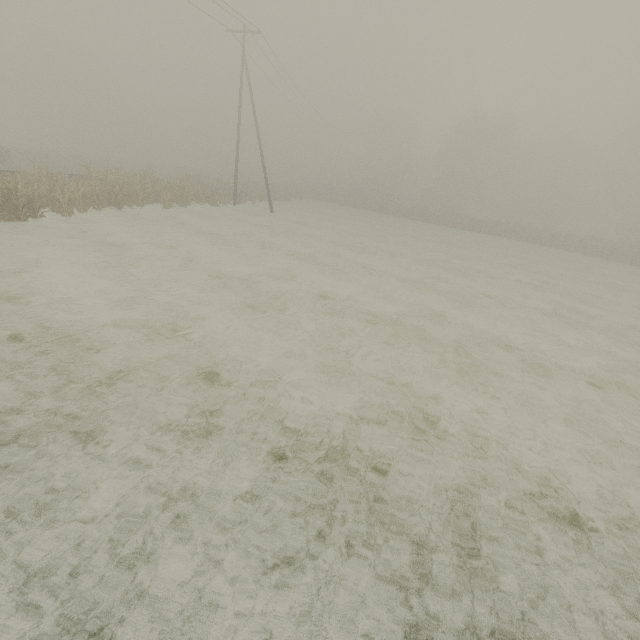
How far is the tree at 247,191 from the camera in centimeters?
3013cm

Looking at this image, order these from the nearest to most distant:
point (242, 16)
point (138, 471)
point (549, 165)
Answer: point (138, 471)
point (242, 16)
point (549, 165)

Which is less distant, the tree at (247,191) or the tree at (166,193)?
the tree at (166,193)

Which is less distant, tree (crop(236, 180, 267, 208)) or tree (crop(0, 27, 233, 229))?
tree (crop(0, 27, 233, 229))

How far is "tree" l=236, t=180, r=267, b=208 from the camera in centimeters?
3013cm
